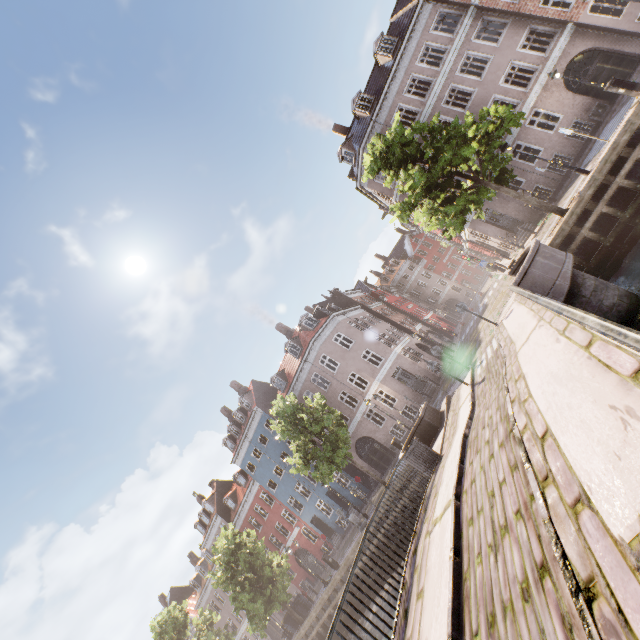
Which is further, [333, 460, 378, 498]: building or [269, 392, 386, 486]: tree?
[333, 460, 378, 498]: building

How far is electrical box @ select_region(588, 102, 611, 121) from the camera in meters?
18.8 m

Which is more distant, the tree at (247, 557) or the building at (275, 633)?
the building at (275, 633)

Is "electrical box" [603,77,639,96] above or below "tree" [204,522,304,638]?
below

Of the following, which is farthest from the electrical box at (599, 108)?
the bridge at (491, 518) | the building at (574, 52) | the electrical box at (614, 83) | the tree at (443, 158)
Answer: the bridge at (491, 518)

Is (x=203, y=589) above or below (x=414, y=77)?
below

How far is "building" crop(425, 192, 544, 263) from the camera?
21.69m
